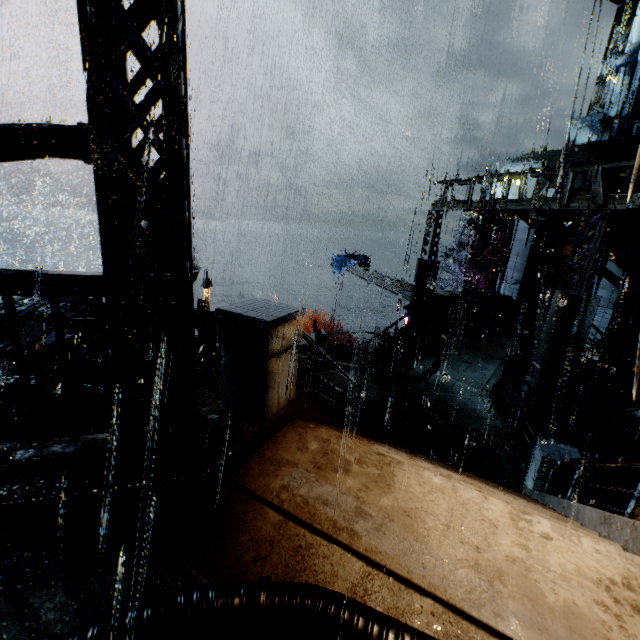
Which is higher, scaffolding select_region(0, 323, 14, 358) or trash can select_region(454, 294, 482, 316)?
scaffolding select_region(0, 323, 14, 358)

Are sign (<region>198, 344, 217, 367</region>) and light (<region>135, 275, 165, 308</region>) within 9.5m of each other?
yes

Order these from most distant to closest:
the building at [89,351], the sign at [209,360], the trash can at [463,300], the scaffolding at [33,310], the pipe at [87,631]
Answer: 1. the trash can at [463,300]
2. the building at [89,351]
3. the sign at [209,360]
4. the scaffolding at [33,310]
5. the pipe at [87,631]

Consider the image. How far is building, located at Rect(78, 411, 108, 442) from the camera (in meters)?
3.67

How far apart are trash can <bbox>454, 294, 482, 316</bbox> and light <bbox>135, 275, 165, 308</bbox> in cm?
1724

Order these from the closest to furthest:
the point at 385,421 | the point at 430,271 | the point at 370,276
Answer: the point at 385,421
the point at 430,271
the point at 370,276

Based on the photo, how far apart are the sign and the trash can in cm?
1319

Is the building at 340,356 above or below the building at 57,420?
below
